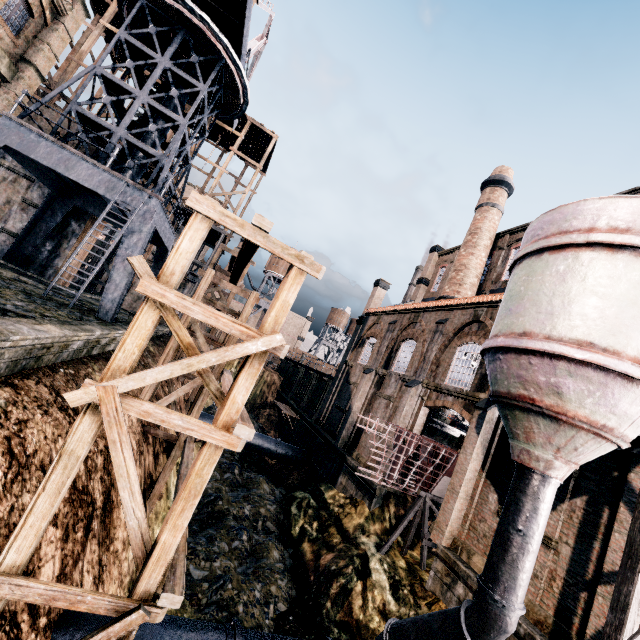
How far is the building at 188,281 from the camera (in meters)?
30.59

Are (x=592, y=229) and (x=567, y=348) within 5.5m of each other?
yes

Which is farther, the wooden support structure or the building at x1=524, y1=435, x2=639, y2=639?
the wooden support structure

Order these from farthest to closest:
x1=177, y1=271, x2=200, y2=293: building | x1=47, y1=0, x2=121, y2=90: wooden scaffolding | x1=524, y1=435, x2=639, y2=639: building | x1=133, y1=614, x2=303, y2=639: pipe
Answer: x1=177, y1=271, x2=200, y2=293: building < x1=47, y1=0, x2=121, y2=90: wooden scaffolding < x1=524, y1=435, x2=639, y2=639: building < x1=133, y1=614, x2=303, y2=639: pipe

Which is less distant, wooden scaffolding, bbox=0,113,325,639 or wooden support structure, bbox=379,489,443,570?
wooden scaffolding, bbox=0,113,325,639

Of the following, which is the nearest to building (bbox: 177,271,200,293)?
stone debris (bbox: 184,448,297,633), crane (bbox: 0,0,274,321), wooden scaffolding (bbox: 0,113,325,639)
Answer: crane (bbox: 0,0,274,321)

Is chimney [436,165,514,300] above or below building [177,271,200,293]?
above

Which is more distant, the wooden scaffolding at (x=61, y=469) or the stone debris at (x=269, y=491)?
the stone debris at (x=269, y=491)
